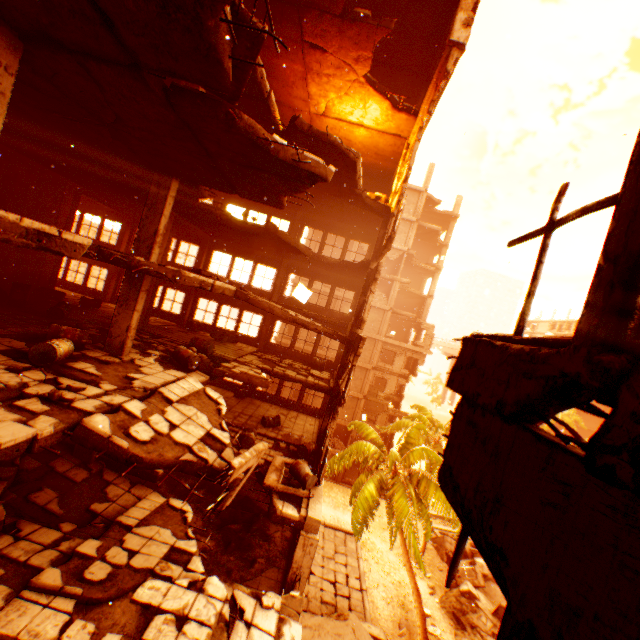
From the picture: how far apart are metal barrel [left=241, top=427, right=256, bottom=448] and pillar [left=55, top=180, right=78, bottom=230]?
12.7 meters

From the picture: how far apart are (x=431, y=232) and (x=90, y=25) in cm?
3313

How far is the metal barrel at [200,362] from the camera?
11.4 meters

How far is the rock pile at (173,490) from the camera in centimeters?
1216cm

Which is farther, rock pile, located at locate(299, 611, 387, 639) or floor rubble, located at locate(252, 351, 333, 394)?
floor rubble, located at locate(252, 351, 333, 394)

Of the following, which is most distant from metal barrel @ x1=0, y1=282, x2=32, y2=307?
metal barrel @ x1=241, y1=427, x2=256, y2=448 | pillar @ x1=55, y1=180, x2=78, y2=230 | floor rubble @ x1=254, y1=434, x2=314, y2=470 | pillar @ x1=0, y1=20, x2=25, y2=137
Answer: metal barrel @ x1=241, y1=427, x2=256, y2=448

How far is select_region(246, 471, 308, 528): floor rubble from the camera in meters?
9.7

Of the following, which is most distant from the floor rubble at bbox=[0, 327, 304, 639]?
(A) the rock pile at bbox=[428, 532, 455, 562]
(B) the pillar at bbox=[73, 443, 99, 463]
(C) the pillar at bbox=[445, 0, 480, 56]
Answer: (A) the rock pile at bbox=[428, 532, 455, 562]
